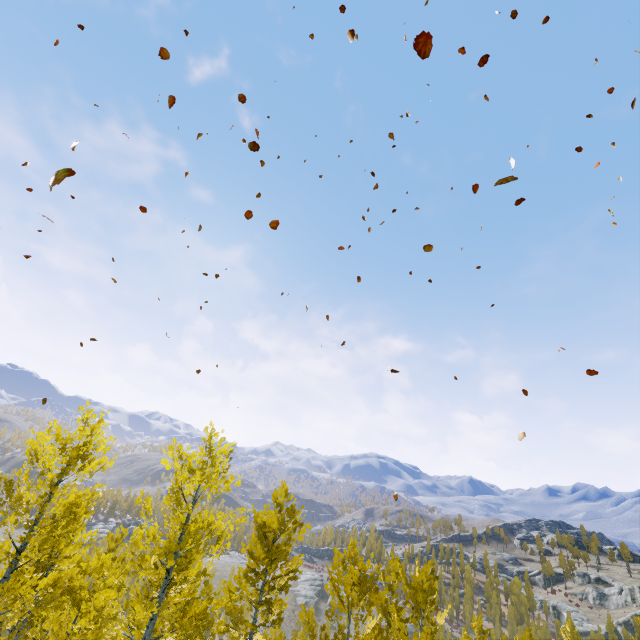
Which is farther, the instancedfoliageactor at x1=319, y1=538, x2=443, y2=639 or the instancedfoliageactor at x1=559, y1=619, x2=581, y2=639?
the instancedfoliageactor at x1=559, y1=619, x2=581, y2=639

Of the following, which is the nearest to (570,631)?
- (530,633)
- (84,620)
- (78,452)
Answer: (530,633)

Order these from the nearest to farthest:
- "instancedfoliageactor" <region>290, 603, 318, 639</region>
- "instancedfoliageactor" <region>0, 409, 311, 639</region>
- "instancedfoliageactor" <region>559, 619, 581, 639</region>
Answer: "instancedfoliageactor" <region>0, 409, 311, 639</region> → "instancedfoliageactor" <region>290, 603, 318, 639</region> → "instancedfoliageactor" <region>559, 619, 581, 639</region>

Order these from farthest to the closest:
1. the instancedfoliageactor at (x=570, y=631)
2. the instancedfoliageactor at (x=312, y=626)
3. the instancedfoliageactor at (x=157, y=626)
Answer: the instancedfoliageactor at (x=570, y=631) < the instancedfoliageactor at (x=312, y=626) < the instancedfoliageactor at (x=157, y=626)

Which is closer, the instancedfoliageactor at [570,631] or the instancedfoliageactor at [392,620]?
the instancedfoliageactor at [392,620]

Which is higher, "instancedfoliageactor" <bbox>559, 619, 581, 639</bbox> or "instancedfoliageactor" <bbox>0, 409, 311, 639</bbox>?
"instancedfoliageactor" <bbox>0, 409, 311, 639</bbox>
